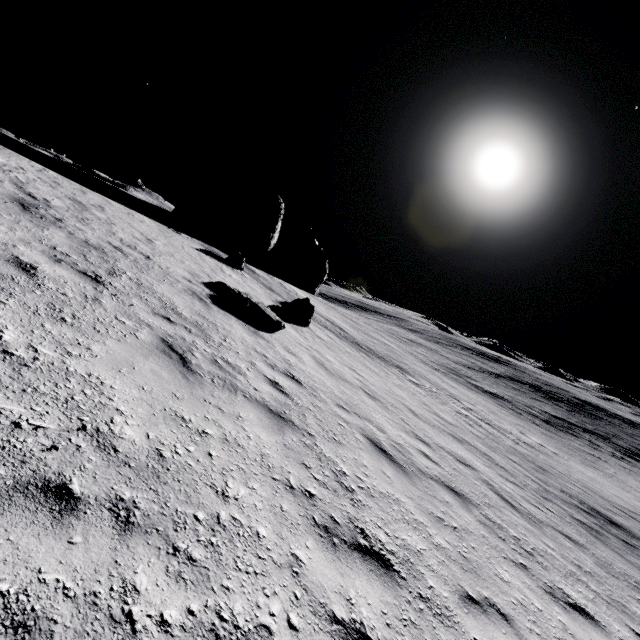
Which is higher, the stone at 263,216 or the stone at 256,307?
the stone at 263,216

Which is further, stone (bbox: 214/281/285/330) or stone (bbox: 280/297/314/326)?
stone (bbox: 280/297/314/326)

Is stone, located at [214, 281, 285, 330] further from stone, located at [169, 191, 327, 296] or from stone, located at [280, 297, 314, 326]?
stone, located at [169, 191, 327, 296]

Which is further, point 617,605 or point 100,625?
point 617,605

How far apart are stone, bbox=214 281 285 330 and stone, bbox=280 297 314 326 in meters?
3.6 m

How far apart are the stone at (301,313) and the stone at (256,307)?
3.64m
